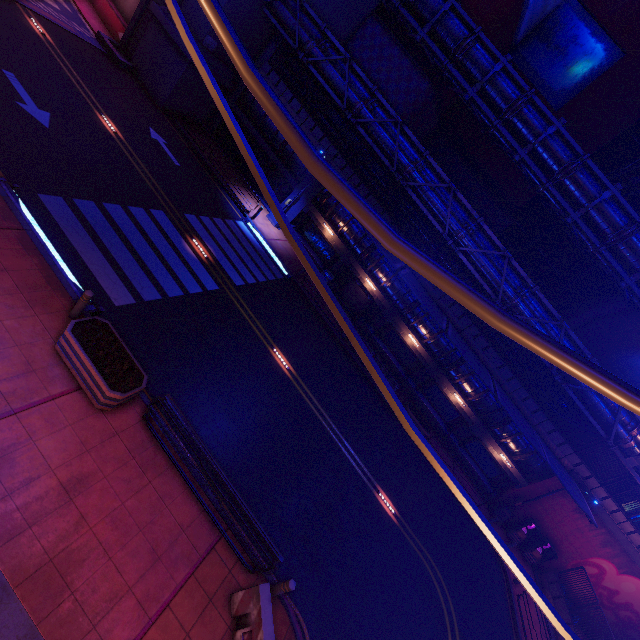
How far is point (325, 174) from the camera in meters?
1.2 m

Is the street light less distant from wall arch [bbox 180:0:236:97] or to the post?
the post

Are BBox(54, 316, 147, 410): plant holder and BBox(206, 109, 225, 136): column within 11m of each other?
no

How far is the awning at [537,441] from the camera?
17.0 meters

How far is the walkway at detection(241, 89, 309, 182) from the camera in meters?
23.3

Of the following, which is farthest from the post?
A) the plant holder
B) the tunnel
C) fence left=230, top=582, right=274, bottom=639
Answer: the tunnel

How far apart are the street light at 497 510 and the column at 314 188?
24.6m

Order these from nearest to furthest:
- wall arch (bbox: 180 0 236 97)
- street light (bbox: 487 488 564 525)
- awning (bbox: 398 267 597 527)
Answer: awning (bbox: 398 267 597 527) → wall arch (bbox: 180 0 236 97) → street light (bbox: 487 488 564 525)
